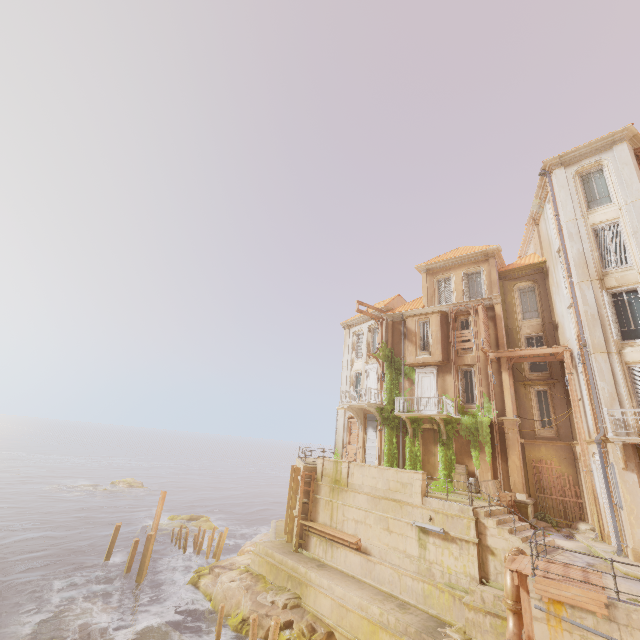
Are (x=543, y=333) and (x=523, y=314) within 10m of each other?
yes

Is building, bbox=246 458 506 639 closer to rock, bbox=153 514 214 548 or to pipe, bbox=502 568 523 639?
pipe, bbox=502 568 523 639

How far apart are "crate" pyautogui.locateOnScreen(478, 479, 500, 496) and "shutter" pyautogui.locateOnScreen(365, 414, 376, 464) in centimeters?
813cm

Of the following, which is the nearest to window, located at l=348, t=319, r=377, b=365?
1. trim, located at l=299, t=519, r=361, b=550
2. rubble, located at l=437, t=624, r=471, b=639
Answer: trim, located at l=299, t=519, r=361, b=550

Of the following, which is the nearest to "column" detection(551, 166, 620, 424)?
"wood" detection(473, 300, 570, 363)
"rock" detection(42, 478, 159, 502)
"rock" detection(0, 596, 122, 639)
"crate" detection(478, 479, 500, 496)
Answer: "wood" detection(473, 300, 570, 363)

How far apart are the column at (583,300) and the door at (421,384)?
9.10m

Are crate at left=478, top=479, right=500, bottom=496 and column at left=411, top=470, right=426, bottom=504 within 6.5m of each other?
yes

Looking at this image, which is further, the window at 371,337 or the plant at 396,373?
the window at 371,337
